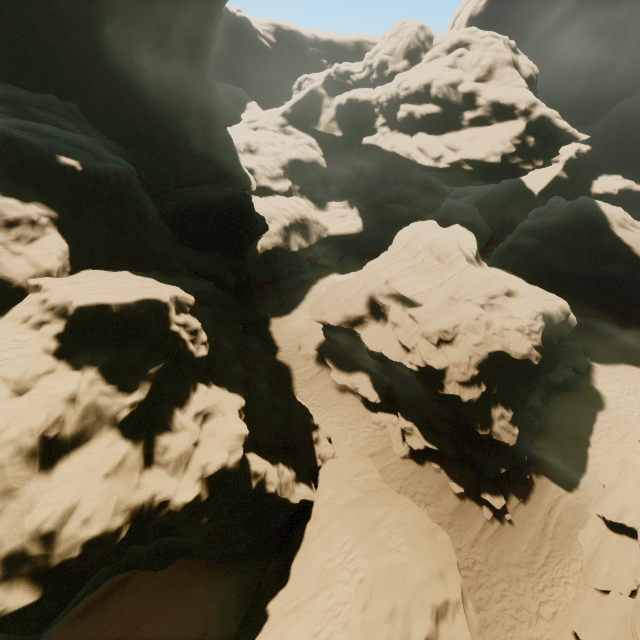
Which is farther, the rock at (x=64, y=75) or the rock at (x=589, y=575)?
the rock at (x=589, y=575)

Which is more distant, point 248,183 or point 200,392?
point 248,183

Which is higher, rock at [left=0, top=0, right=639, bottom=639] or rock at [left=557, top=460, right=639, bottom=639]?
rock at [left=0, top=0, right=639, bottom=639]

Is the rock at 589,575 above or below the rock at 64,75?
below

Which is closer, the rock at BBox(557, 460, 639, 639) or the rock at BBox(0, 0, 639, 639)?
the rock at BBox(0, 0, 639, 639)
